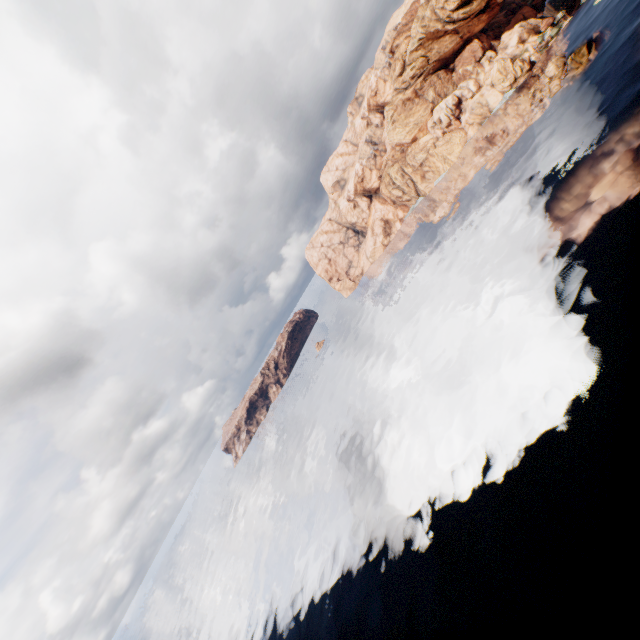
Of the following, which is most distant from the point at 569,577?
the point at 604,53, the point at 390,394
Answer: the point at 604,53
